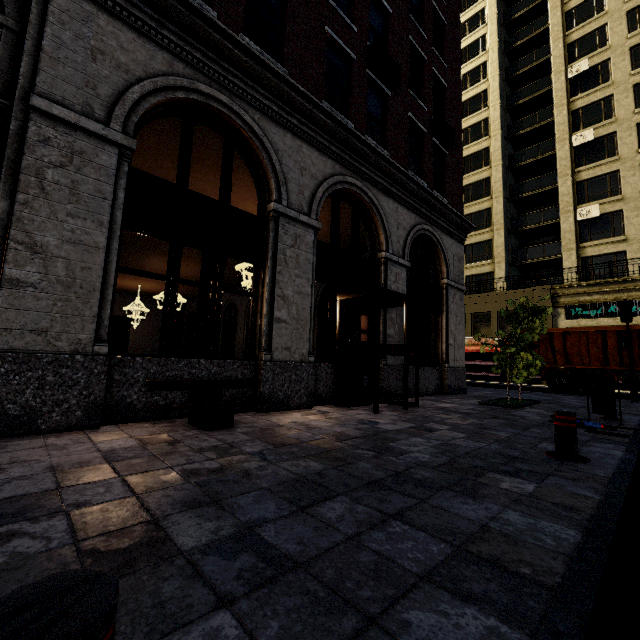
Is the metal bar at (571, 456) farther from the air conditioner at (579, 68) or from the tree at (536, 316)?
the air conditioner at (579, 68)

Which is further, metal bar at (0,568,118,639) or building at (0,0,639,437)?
building at (0,0,639,437)

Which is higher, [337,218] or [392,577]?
[337,218]

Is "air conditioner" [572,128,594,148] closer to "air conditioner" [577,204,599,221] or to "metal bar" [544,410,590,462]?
"air conditioner" [577,204,599,221]

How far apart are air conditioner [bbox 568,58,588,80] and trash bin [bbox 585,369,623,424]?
30.6 meters

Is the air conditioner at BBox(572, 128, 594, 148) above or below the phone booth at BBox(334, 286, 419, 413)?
above

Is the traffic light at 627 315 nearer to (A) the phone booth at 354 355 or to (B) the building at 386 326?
(B) the building at 386 326

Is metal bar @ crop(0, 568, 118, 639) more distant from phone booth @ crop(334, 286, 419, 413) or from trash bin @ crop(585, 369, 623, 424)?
trash bin @ crop(585, 369, 623, 424)
